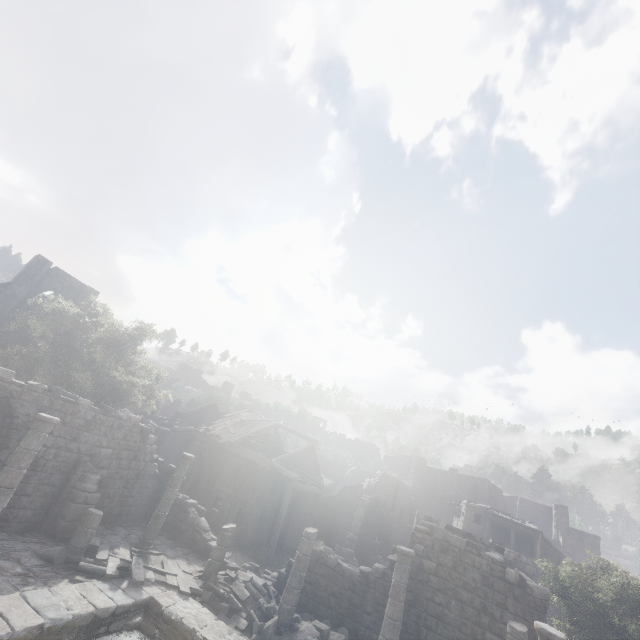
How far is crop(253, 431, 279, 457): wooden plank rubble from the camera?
32.86m

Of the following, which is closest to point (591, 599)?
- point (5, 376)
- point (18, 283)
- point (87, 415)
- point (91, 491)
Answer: point (91, 491)

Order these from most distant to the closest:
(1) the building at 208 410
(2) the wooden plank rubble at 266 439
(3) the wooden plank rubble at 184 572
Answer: (1) the building at 208 410 → (2) the wooden plank rubble at 266 439 → (3) the wooden plank rubble at 184 572

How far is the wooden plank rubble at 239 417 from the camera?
27.9m

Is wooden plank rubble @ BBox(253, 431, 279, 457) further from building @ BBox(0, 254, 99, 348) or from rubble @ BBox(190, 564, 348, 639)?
rubble @ BBox(190, 564, 348, 639)

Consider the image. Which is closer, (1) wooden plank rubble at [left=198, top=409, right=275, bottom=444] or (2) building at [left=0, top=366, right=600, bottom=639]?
(2) building at [left=0, top=366, right=600, bottom=639]

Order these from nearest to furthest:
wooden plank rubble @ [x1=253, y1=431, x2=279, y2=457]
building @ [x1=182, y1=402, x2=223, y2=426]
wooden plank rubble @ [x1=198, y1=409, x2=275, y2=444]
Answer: wooden plank rubble @ [x1=198, y1=409, x2=275, y2=444], wooden plank rubble @ [x1=253, y1=431, x2=279, y2=457], building @ [x1=182, y1=402, x2=223, y2=426]

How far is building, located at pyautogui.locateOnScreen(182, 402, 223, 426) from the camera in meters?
34.1 m
